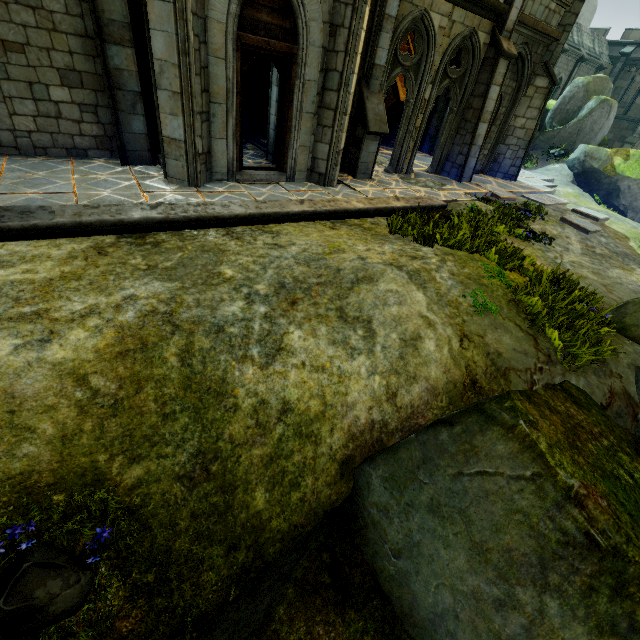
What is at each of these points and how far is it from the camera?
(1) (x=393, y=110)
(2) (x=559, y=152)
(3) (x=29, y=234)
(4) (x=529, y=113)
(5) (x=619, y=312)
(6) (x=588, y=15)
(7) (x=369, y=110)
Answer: (1) stair, 17.75m
(2) plant, 19.56m
(3) wall trim, 4.67m
(4) stone column, 13.03m
(5) rock, 5.86m
(6) rock, 43.62m
(7) stone column, 9.03m

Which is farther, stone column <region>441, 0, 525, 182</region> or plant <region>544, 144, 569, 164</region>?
plant <region>544, 144, 569, 164</region>

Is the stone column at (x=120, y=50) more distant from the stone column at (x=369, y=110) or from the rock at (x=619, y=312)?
the rock at (x=619, y=312)

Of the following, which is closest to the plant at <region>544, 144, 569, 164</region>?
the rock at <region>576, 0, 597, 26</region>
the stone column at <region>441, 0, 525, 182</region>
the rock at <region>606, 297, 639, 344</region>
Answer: the stone column at <region>441, 0, 525, 182</region>

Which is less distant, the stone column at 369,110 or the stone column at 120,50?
the stone column at 120,50

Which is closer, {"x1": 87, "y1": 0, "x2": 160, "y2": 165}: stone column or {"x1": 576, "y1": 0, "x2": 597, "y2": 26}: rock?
{"x1": 87, "y1": 0, "x2": 160, "y2": 165}: stone column

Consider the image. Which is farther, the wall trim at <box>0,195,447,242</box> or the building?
the building

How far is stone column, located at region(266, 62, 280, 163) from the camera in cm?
890
